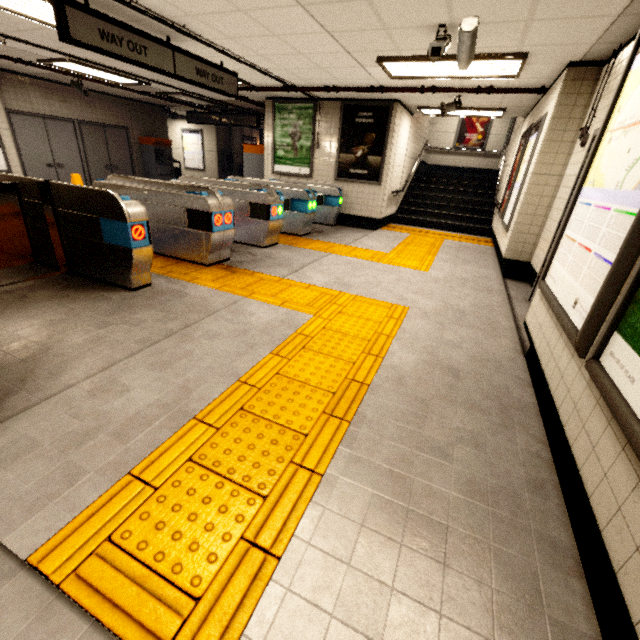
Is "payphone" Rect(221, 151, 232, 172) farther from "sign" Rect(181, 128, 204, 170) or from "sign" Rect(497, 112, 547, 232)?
"sign" Rect(497, 112, 547, 232)

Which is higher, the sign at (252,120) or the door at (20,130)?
the sign at (252,120)

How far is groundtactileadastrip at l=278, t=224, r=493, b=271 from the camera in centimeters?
597cm

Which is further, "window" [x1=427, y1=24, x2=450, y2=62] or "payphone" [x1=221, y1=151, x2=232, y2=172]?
"payphone" [x1=221, y1=151, x2=232, y2=172]

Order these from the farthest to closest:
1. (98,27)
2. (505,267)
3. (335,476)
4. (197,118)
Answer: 1. (197,118)
2. (505,267)
3. (98,27)
4. (335,476)

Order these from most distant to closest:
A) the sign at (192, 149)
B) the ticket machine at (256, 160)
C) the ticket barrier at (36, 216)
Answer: the sign at (192, 149)
the ticket machine at (256, 160)
the ticket barrier at (36, 216)

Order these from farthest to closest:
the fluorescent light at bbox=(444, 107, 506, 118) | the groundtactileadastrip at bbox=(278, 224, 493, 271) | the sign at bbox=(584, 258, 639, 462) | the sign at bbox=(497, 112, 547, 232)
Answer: the fluorescent light at bbox=(444, 107, 506, 118) → the groundtactileadastrip at bbox=(278, 224, 493, 271) → the sign at bbox=(497, 112, 547, 232) → the sign at bbox=(584, 258, 639, 462)

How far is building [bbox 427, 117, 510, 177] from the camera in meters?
13.3 m
